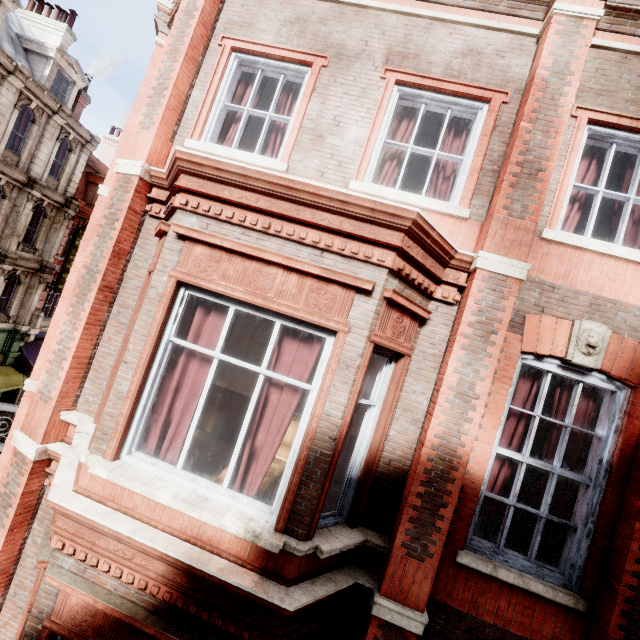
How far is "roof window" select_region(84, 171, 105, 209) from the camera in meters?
22.0

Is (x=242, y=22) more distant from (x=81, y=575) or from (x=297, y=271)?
→ (x=81, y=575)

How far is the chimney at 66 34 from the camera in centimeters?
1886cm

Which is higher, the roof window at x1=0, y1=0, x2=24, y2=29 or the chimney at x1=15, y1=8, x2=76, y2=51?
the chimney at x1=15, y1=8, x2=76, y2=51

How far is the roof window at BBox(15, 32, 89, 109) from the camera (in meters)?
16.61

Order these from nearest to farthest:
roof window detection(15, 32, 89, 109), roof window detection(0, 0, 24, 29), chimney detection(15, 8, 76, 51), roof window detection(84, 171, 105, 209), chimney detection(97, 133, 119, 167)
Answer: roof window detection(0, 0, 24, 29), roof window detection(15, 32, 89, 109), chimney detection(15, 8, 76, 51), roof window detection(84, 171, 105, 209), chimney detection(97, 133, 119, 167)

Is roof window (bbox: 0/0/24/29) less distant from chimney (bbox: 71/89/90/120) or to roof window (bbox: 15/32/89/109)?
roof window (bbox: 15/32/89/109)

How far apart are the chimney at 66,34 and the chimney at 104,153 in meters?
7.3
